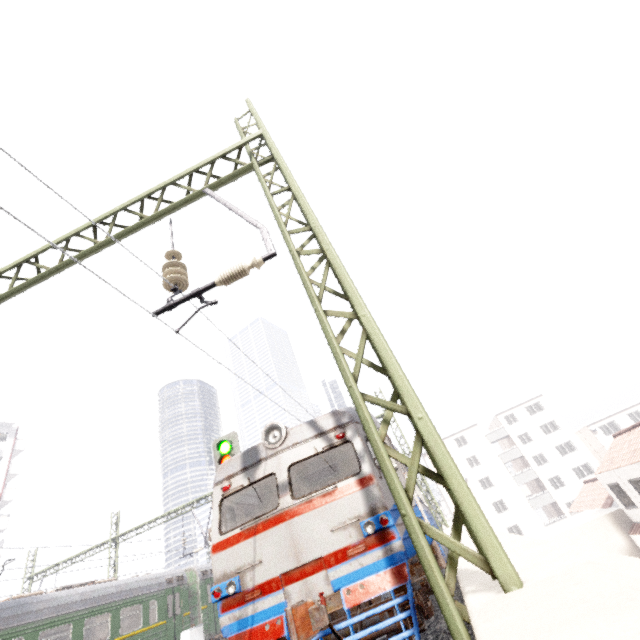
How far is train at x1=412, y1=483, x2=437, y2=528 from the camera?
6.6m

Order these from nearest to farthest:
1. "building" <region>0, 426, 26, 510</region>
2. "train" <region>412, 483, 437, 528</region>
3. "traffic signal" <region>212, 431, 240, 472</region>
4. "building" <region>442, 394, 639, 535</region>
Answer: "train" <region>412, 483, 437, 528</region>, "traffic signal" <region>212, 431, 240, 472</region>, "building" <region>0, 426, 26, 510</region>, "building" <region>442, 394, 639, 535</region>

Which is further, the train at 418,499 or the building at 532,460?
the building at 532,460

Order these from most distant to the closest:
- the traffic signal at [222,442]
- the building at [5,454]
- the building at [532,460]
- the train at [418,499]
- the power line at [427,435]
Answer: the building at [532,460] < the building at [5,454] < the traffic signal at [222,442] < the train at [418,499] < the power line at [427,435]

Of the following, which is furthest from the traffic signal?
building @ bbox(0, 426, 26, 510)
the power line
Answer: building @ bbox(0, 426, 26, 510)

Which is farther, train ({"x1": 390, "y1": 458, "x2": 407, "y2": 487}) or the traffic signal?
the traffic signal

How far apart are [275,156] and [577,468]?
55.3 meters
